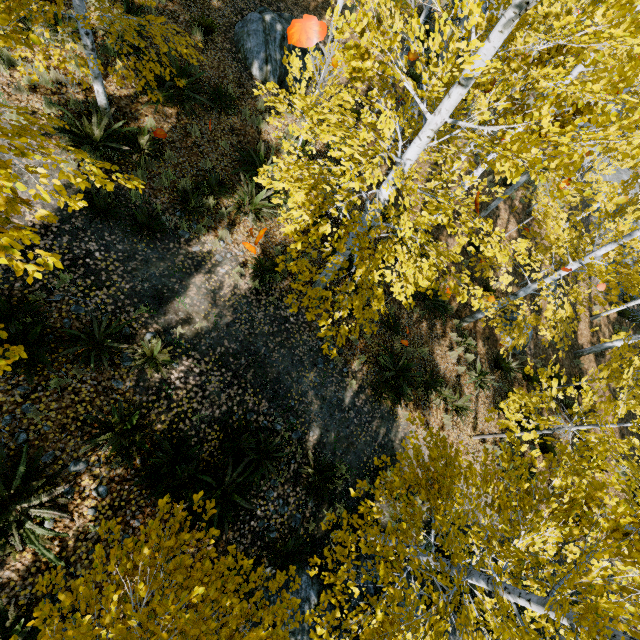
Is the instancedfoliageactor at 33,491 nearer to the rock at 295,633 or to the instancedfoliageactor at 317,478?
the instancedfoliageactor at 317,478

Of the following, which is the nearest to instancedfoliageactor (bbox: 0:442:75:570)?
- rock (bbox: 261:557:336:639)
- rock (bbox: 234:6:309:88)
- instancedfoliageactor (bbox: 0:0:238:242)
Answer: instancedfoliageactor (bbox: 0:0:238:242)

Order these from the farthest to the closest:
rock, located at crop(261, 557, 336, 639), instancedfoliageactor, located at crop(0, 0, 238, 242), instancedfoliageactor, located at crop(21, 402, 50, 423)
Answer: rock, located at crop(261, 557, 336, 639) < instancedfoliageactor, located at crop(21, 402, 50, 423) < instancedfoliageactor, located at crop(0, 0, 238, 242)

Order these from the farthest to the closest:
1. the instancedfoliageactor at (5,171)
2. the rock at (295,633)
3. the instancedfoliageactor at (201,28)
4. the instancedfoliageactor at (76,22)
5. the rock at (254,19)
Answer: the rock at (254,19) → the instancedfoliageactor at (201,28) → the rock at (295,633) → the instancedfoliageactor at (76,22) → the instancedfoliageactor at (5,171)

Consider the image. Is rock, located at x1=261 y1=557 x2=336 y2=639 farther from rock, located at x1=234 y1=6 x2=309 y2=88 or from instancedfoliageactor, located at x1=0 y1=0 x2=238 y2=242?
rock, located at x1=234 y1=6 x2=309 y2=88

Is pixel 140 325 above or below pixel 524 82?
below

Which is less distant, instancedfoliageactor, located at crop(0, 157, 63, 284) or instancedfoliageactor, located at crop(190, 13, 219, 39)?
instancedfoliageactor, located at crop(0, 157, 63, 284)

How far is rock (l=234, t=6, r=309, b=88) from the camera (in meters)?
9.83
